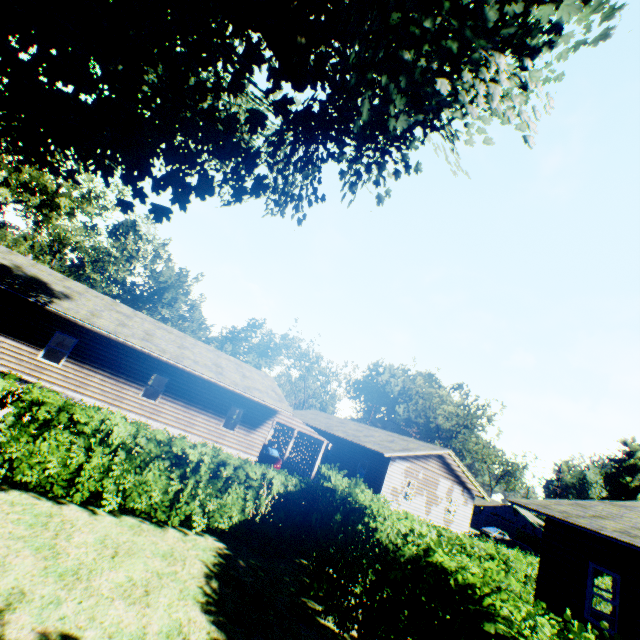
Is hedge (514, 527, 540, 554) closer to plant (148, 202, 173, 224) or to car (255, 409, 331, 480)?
car (255, 409, 331, 480)

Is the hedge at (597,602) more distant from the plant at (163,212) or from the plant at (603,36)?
the plant at (163,212)

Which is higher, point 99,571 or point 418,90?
point 418,90

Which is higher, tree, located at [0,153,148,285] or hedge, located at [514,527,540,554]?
tree, located at [0,153,148,285]

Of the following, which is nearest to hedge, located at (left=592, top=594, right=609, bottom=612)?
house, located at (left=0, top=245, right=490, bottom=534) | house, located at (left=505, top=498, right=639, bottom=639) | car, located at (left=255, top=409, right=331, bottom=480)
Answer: house, located at (left=505, top=498, right=639, bottom=639)

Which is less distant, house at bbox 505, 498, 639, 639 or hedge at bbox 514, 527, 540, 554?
house at bbox 505, 498, 639, 639

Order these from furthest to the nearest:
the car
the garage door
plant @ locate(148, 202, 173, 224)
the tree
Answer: the garage door
the tree
the car
plant @ locate(148, 202, 173, 224)

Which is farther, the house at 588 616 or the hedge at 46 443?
the house at 588 616
